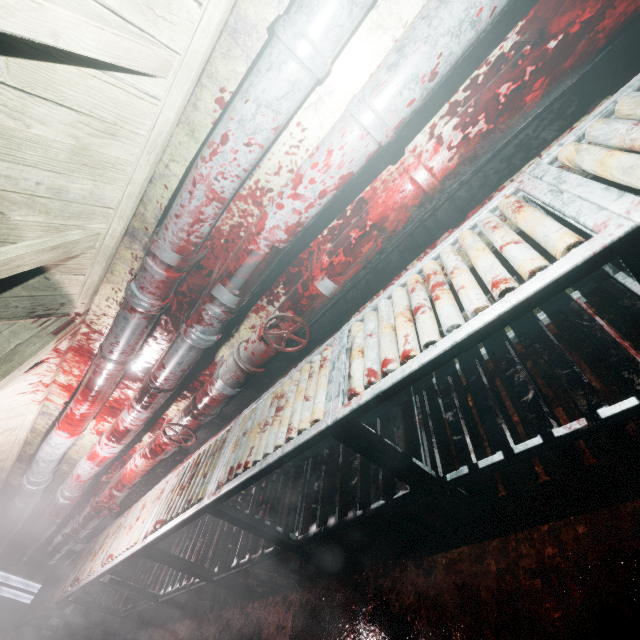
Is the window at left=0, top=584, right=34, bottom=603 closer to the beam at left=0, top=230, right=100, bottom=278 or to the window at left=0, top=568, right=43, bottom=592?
the window at left=0, top=568, right=43, bottom=592

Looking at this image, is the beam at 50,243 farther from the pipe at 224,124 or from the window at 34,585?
the window at 34,585

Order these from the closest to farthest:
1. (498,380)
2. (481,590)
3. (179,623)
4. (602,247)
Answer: (602,247) < (481,590) < (498,380) < (179,623)

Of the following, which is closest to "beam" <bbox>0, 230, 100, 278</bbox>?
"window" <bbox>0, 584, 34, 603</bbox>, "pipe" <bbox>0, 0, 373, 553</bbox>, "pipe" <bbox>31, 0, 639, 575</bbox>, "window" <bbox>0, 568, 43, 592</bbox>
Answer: "pipe" <bbox>0, 0, 373, 553</bbox>

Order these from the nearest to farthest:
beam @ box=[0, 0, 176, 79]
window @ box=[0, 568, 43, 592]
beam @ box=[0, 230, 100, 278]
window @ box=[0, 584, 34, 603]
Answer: beam @ box=[0, 0, 176, 79] → beam @ box=[0, 230, 100, 278] → window @ box=[0, 568, 43, 592] → window @ box=[0, 584, 34, 603]

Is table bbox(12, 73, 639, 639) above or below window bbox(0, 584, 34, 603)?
below

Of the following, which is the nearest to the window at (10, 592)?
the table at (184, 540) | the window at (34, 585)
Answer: the window at (34, 585)

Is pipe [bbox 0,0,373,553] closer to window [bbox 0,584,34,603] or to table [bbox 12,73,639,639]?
table [bbox 12,73,639,639]
